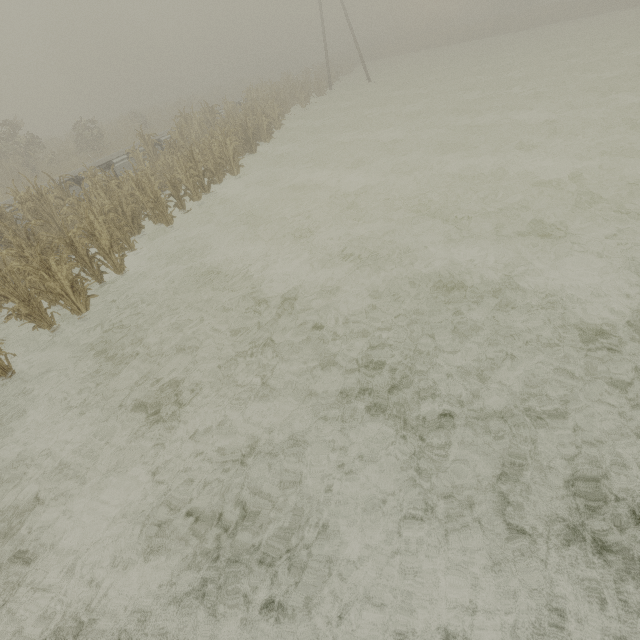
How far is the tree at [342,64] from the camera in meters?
35.4 m

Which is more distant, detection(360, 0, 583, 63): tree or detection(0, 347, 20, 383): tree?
detection(360, 0, 583, 63): tree

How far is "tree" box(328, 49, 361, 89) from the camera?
35.4m

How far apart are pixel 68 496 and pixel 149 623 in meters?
2.0 m

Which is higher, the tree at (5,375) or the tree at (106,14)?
the tree at (106,14)

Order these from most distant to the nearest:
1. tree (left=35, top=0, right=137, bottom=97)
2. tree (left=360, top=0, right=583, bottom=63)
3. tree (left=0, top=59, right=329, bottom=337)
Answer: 1. tree (left=35, top=0, right=137, bottom=97)
2. tree (left=360, top=0, right=583, bottom=63)
3. tree (left=0, top=59, right=329, bottom=337)
